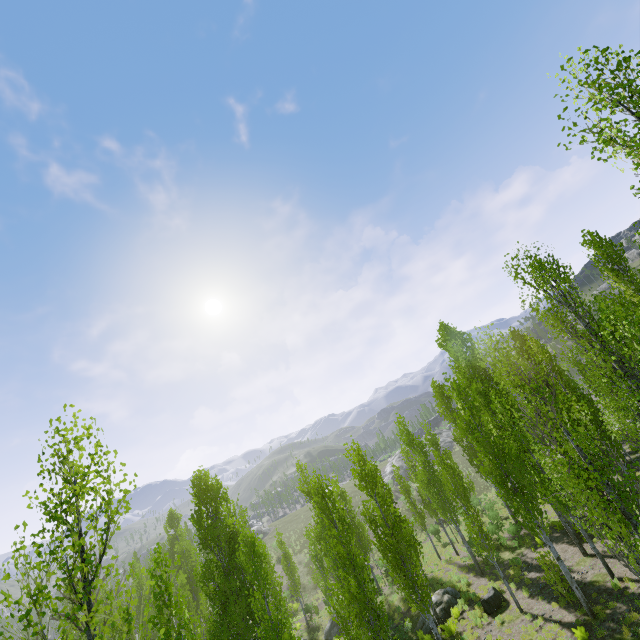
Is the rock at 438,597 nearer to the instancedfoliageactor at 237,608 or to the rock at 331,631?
the instancedfoliageactor at 237,608

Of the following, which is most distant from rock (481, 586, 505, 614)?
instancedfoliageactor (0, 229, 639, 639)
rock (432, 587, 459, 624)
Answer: rock (432, 587, 459, 624)

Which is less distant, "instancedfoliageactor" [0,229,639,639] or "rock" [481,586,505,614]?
"instancedfoliageactor" [0,229,639,639]

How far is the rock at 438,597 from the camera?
19.6m

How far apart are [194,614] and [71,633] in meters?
31.0 m

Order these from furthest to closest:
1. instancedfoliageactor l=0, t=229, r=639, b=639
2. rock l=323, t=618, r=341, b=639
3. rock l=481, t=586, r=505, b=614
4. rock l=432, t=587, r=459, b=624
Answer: rock l=323, t=618, r=341, b=639 < rock l=432, t=587, r=459, b=624 < rock l=481, t=586, r=505, b=614 < instancedfoliageactor l=0, t=229, r=639, b=639

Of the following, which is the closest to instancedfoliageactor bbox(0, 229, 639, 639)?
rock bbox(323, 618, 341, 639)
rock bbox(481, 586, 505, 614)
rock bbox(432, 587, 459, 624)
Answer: rock bbox(432, 587, 459, 624)

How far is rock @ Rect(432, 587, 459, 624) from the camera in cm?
1963
